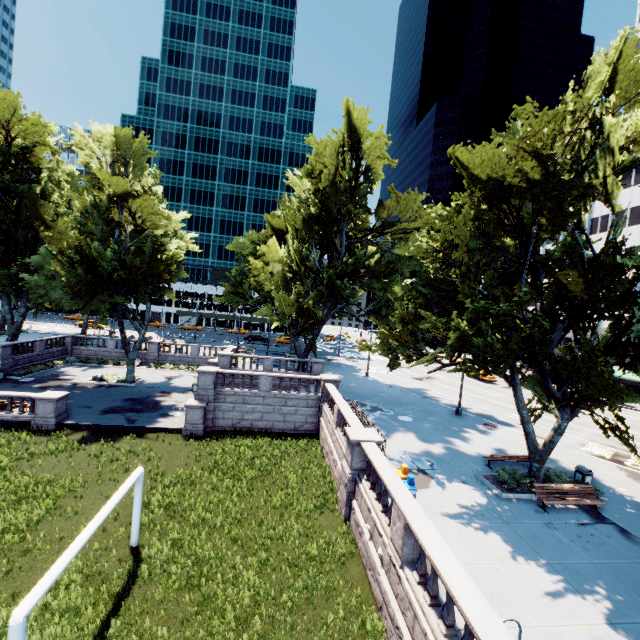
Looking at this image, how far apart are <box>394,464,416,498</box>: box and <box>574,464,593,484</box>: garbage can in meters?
9.6 m

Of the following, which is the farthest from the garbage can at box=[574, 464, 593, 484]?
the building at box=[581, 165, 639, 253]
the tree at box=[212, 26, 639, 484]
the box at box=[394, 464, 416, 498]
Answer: the building at box=[581, 165, 639, 253]

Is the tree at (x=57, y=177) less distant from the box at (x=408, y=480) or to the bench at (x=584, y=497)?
the bench at (x=584, y=497)

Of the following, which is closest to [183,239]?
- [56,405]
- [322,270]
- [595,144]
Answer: [322,270]

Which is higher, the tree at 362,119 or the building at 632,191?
the building at 632,191

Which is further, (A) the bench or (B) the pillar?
(A) the bench

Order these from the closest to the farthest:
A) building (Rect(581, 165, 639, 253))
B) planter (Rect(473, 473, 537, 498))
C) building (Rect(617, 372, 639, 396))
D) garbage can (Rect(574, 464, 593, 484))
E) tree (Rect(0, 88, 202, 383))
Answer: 1. planter (Rect(473, 473, 537, 498))
2. garbage can (Rect(574, 464, 593, 484))
3. tree (Rect(0, 88, 202, 383))
4. building (Rect(617, 372, 639, 396))
5. building (Rect(581, 165, 639, 253))

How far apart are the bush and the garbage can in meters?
3.3
